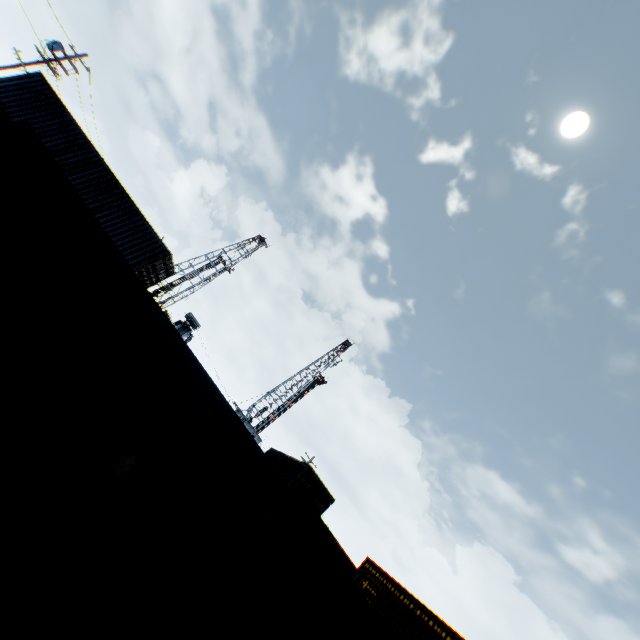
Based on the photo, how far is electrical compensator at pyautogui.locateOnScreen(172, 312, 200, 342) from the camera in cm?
3234

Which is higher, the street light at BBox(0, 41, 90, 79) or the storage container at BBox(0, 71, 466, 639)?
the street light at BBox(0, 41, 90, 79)

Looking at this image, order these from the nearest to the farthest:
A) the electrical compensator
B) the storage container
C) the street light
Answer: the storage container < the street light < the electrical compensator

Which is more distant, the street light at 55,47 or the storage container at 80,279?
the street light at 55,47

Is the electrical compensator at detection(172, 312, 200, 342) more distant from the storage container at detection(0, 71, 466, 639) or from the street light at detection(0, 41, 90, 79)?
the storage container at detection(0, 71, 466, 639)

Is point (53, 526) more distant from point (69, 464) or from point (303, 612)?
point (303, 612)

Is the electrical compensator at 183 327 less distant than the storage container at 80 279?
No

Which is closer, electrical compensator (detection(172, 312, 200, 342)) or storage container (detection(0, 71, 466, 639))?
storage container (detection(0, 71, 466, 639))
